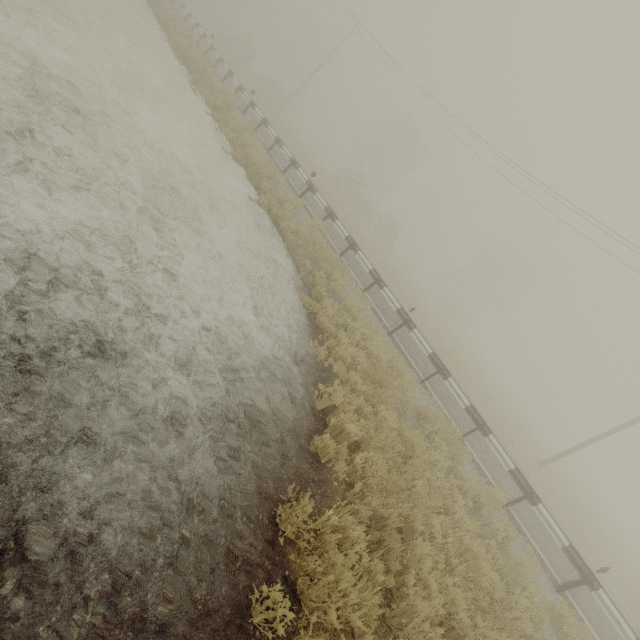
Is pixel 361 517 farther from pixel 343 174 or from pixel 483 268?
pixel 483 268
